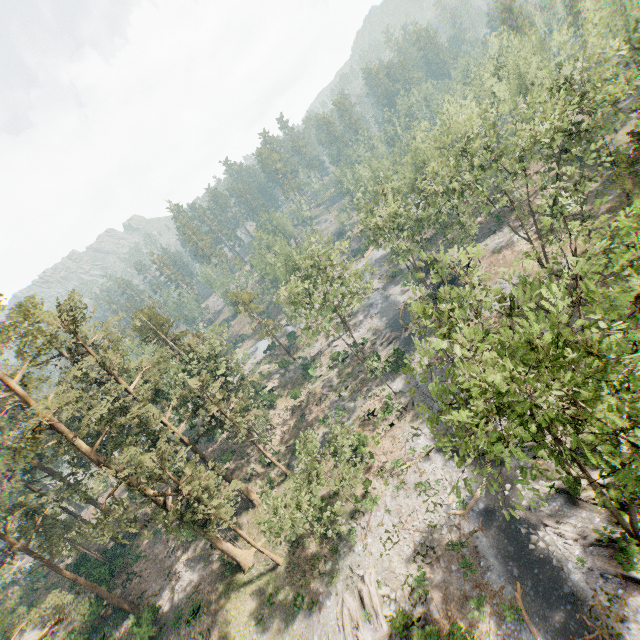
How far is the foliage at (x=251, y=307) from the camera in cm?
5716

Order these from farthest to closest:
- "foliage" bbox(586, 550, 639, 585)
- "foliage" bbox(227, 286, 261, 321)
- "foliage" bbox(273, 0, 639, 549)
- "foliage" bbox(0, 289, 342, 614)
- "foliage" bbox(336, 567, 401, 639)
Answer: "foliage" bbox(227, 286, 261, 321) < "foliage" bbox(0, 289, 342, 614) < "foliage" bbox(336, 567, 401, 639) < "foliage" bbox(586, 550, 639, 585) < "foliage" bbox(273, 0, 639, 549)

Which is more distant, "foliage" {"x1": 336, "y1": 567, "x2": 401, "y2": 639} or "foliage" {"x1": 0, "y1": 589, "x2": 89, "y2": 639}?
"foliage" {"x1": 336, "y1": 567, "x2": 401, "y2": 639}

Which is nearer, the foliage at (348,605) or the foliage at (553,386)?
the foliage at (553,386)

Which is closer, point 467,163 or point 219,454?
point 467,163

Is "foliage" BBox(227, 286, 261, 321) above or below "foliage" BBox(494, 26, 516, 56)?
below

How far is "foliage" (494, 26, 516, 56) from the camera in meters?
50.2 m
